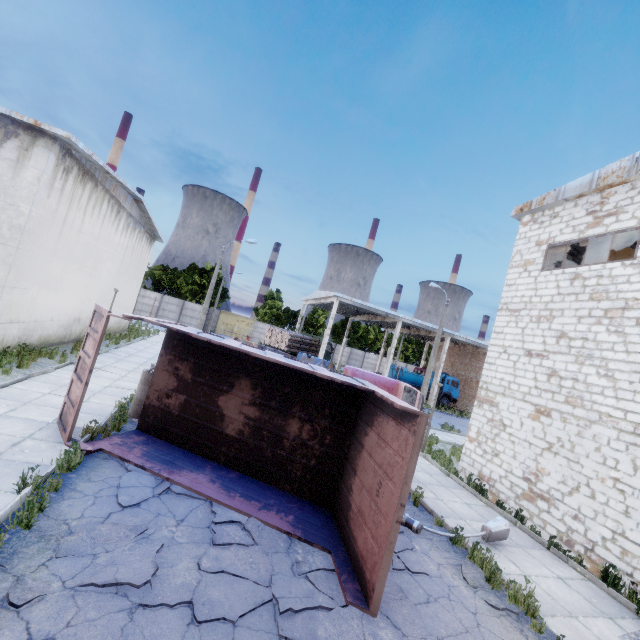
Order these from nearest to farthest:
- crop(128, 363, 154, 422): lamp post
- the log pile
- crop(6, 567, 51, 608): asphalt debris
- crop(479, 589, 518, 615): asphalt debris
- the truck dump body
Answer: crop(6, 567, 51, 608): asphalt debris, the truck dump body, crop(479, 589, 518, 615): asphalt debris, crop(128, 363, 154, 422): lamp post, the log pile

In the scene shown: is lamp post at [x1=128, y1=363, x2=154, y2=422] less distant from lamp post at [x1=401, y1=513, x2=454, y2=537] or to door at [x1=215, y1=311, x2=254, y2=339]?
lamp post at [x1=401, y1=513, x2=454, y2=537]

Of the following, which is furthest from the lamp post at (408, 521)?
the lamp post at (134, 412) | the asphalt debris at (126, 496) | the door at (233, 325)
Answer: the door at (233, 325)

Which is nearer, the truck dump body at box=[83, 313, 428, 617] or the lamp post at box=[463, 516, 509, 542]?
the truck dump body at box=[83, 313, 428, 617]

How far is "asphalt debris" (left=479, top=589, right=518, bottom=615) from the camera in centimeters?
571cm

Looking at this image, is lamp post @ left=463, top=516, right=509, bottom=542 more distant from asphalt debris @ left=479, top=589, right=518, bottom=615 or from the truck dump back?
the truck dump back

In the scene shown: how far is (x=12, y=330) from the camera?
11.77m

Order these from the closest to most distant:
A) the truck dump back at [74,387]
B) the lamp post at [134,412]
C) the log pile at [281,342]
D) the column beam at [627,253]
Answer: the truck dump back at [74,387] < the lamp post at [134,412] < the column beam at [627,253] < the log pile at [281,342]
